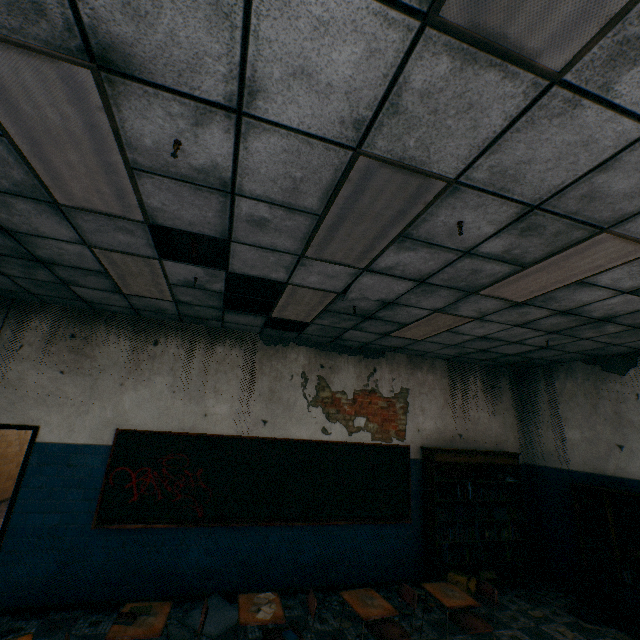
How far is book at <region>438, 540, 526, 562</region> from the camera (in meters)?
5.46

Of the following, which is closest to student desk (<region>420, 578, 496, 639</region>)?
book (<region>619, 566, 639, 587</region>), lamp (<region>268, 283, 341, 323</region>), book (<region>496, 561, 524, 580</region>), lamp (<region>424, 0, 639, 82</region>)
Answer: → book (<region>496, 561, 524, 580</region>)

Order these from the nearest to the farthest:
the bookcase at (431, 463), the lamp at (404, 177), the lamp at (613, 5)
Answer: the lamp at (613, 5) → the lamp at (404, 177) → the bookcase at (431, 463)

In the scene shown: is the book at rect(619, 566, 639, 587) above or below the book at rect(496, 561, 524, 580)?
above

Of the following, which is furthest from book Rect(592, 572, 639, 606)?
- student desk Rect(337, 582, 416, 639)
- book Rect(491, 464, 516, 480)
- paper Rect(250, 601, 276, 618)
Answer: paper Rect(250, 601, 276, 618)

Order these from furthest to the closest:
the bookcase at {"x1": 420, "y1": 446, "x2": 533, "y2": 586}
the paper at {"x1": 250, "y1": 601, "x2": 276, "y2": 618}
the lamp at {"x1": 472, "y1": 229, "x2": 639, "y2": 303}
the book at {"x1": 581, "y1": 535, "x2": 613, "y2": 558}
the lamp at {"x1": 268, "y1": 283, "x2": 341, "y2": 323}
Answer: the bookcase at {"x1": 420, "y1": 446, "x2": 533, "y2": 586} → the book at {"x1": 581, "y1": 535, "x2": 613, "y2": 558} → the lamp at {"x1": 268, "y1": 283, "x2": 341, "y2": 323} → the paper at {"x1": 250, "y1": 601, "x2": 276, "y2": 618} → the lamp at {"x1": 472, "y1": 229, "x2": 639, "y2": 303}

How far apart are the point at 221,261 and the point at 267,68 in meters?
2.9

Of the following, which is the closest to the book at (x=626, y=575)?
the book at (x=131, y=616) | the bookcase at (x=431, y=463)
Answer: the bookcase at (x=431, y=463)
